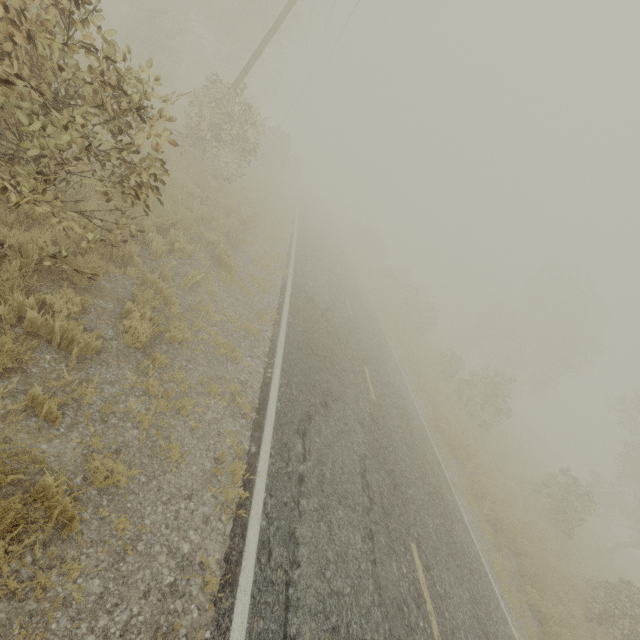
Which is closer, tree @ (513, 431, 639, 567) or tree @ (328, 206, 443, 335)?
tree @ (513, 431, 639, 567)

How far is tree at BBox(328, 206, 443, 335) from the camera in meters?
28.7 m

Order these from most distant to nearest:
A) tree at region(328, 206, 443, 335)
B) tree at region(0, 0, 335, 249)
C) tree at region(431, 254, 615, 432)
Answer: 1. tree at region(328, 206, 443, 335)
2. tree at region(431, 254, 615, 432)
3. tree at region(0, 0, 335, 249)

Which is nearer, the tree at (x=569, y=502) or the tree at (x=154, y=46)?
the tree at (x=154, y=46)

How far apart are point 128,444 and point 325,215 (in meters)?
39.02
